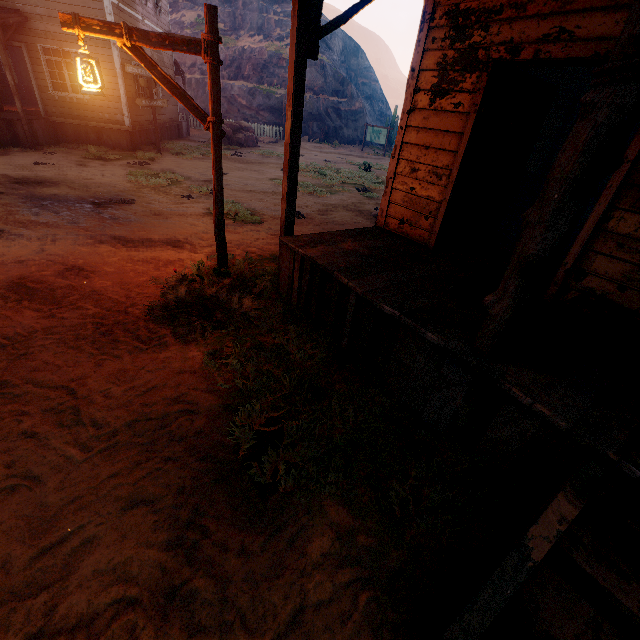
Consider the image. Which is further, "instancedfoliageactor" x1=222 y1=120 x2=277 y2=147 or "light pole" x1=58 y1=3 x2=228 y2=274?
"instancedfoliageactor" x1=222 y1=120 x2=277 y2=147

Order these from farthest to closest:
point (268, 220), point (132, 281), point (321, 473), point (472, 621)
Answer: point (268, 220)
point (132, 281)
point (321, 473)
point (472, 621)

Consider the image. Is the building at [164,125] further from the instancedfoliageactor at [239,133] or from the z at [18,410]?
the instancedfoliageactor at [239,133]

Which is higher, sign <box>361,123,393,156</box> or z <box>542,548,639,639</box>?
sign <box>361,123,393,156</box>

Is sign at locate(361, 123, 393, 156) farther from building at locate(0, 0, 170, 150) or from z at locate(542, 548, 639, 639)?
building at locate(0, 0, 170, 150)

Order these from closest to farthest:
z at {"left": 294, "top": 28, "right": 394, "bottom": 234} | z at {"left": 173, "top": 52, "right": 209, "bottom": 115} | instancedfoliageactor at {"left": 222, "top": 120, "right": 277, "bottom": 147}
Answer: z at {"left": 294, "top": 28, "right": 394, "bottom": 234}
instancedfoliageactor at {"left": 222, "top": 120, "right": 277, "bottom": 147}
z at {"left": 173, "top": 52, "right": 209, "bottom": 115}

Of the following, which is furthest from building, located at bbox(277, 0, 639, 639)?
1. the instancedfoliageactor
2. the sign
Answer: the sign

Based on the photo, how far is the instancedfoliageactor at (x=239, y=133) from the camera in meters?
20.3 m
